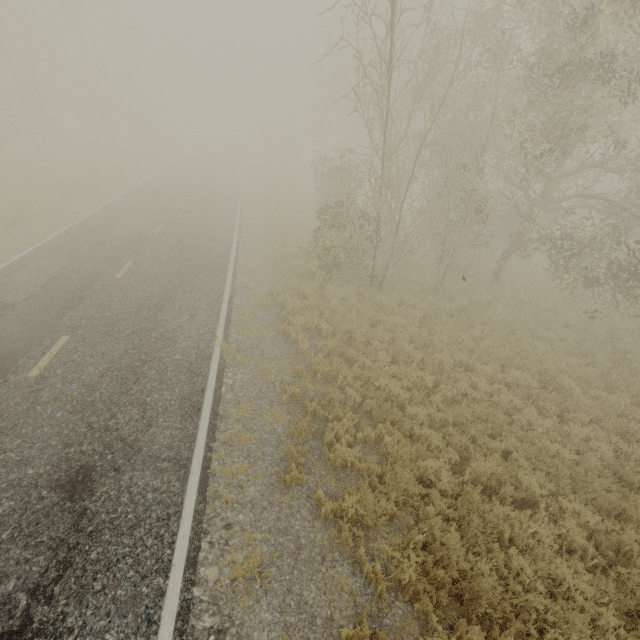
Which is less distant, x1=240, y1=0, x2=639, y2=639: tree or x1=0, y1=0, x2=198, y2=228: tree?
x1=240, y1=0, x2=639, y2=639: tree

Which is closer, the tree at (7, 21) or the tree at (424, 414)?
the tree at (424, 414)

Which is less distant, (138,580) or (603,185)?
(138,580)
